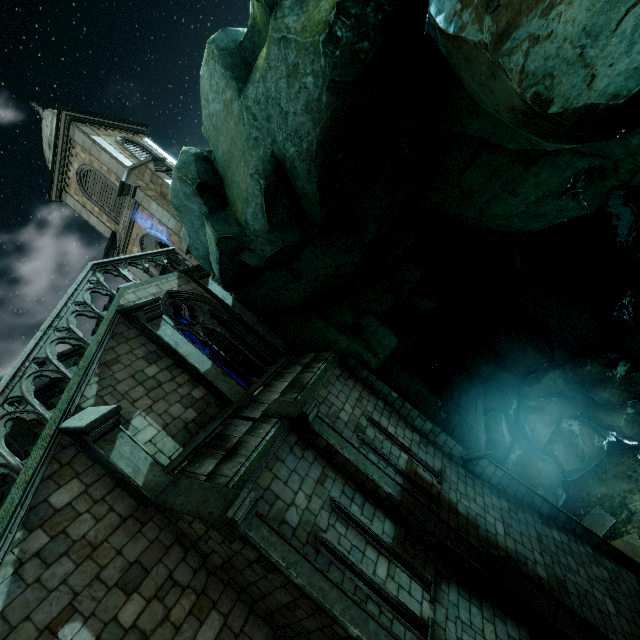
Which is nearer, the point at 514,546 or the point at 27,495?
the point at 27,495

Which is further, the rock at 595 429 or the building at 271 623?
the building at 271 623

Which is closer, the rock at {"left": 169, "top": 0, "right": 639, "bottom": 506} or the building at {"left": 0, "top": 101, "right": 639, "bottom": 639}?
the rock at {"left": 169, "top": 0, "right": 639, "bottom": 506}
